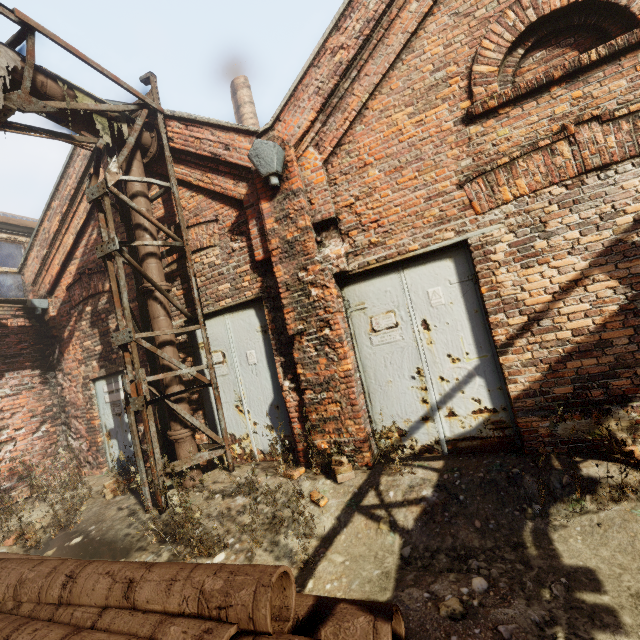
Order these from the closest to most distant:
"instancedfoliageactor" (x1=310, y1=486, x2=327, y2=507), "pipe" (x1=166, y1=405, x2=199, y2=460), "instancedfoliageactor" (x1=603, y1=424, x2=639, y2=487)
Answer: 1. "instancedfoliageactor" (x1=603, y1=424, x2=639, y2=487)
2. "instancedfoliageactor" (x1=310, y1=486, x2=327, y2=507)
3. "pipe" (x1=166, y1=405, x2=199, y2=460)

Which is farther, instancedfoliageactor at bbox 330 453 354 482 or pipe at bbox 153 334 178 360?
pipe at bbox 153 334 178 360

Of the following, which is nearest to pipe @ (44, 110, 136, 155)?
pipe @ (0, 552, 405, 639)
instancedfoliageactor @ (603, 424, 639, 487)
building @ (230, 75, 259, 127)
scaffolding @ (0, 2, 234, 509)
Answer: scaffolding @ (0, 2, 234, 509)

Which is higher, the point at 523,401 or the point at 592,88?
the point at 592,88

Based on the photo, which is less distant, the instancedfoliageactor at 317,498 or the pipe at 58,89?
the instancedfoliageactor at 317,498

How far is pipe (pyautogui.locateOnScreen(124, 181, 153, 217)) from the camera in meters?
5.2 m

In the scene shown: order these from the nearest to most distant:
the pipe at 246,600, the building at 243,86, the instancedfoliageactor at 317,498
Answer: the pipe at 246,600 → the instancedfoliageactor at 317,498 → the building at 243,86

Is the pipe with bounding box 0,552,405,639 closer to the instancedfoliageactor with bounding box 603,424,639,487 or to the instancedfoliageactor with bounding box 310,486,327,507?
the instancedfoliageactor with bounding box 310,486,327,507
